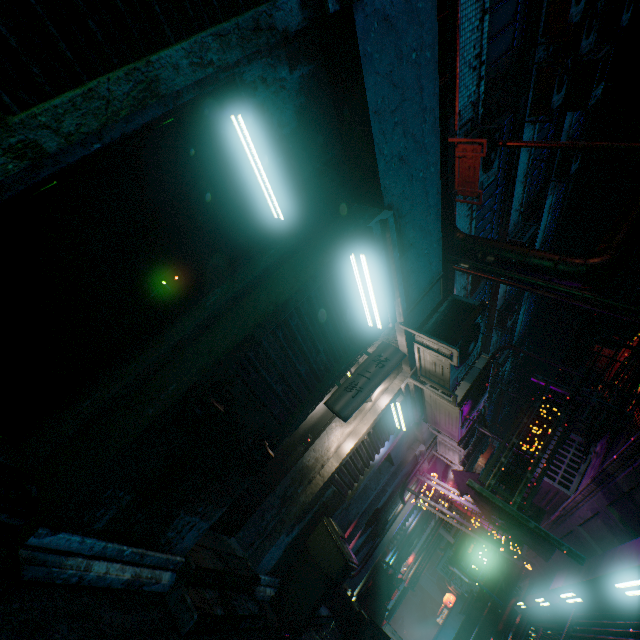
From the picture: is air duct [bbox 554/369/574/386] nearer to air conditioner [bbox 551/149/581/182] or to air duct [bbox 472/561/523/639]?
air duct [bbox 472/561/523/639]

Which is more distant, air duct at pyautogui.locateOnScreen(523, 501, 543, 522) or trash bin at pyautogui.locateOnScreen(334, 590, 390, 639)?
air duct at pyautogui.locateOnScreen(523, 501, 543, 522)

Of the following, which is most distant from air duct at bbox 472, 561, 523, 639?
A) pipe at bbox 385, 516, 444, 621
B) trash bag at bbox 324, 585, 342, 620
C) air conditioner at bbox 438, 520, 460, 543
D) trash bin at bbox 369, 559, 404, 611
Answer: trash bag at bbox 324, 585, 342, 620

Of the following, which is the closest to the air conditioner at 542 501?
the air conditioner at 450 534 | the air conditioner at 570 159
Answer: the air conditioner at 450 534

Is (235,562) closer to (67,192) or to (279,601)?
(279,601)

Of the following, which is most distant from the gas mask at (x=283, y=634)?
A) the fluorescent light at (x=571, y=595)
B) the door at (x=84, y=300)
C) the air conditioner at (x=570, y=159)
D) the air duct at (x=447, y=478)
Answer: the air conditioner at (x=570, y=159)

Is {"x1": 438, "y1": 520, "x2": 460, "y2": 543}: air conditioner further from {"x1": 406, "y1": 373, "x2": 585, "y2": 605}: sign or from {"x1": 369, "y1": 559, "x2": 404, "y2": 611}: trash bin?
{"x1": 369, "y1": 559, "x2": 404, "y2": 611}: trash bin

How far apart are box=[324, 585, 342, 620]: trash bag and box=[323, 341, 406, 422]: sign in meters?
4.0 m
